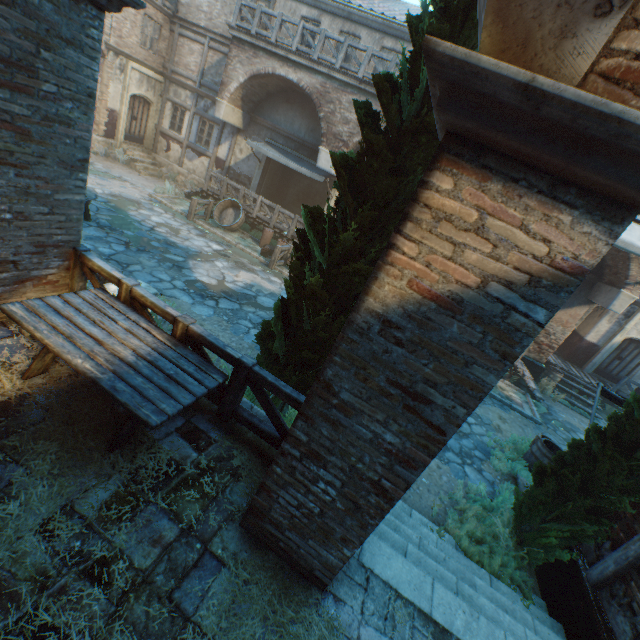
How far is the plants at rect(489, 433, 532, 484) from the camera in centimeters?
743cm

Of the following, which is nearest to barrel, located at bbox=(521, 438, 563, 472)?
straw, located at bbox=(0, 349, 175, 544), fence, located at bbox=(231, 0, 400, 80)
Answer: straw, located at bbox=(0, 349, 175, 544)

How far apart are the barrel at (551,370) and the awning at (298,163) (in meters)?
12.31

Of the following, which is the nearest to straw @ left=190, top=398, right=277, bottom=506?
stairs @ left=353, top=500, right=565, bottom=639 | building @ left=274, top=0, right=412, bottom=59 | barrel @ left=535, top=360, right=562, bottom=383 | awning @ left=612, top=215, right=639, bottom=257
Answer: stairs @ left=353, top=500, right=565, bottom=639

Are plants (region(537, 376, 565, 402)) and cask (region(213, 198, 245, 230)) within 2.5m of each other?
no

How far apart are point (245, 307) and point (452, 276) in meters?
7.9 m

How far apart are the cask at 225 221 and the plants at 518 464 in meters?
12.5

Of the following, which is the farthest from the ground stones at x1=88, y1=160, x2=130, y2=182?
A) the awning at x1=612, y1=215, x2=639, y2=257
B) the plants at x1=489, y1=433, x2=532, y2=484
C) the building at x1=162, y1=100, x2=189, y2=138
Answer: the awning at x1=612, y1=215, x2=639, y2=257
